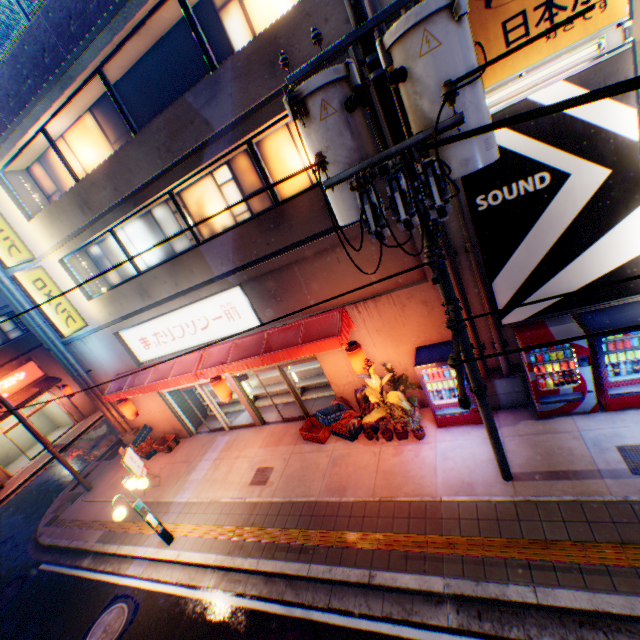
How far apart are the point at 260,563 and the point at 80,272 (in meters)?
11.15

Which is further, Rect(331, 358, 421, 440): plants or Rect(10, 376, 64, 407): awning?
Rect(10, 376, 64, 407): awning

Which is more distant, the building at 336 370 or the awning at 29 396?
the awning at 29 396

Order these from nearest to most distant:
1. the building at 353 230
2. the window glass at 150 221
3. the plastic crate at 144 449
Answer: the building at 353 230 < the window glass at 150 221 < the plastic crate at 144 449

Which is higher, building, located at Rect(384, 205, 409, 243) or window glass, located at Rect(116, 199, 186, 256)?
window glass, located at Rect(116, 199, 186, 256)

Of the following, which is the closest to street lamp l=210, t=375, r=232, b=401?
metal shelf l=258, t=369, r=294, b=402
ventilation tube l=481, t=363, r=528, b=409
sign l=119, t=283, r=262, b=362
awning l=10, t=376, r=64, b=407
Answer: sign l=119, t=283, r=262, b=362

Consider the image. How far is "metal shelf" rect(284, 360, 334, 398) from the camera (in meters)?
12.07

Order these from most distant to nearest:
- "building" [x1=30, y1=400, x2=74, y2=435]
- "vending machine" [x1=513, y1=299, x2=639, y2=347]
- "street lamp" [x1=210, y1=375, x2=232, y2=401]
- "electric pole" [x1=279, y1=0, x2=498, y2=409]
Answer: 1. "building" [x1=30, y1=400, x2=74, y2=435]
2. "street lamp" [x1=210, y1=375, x2=232, y2=401]
3. "vending machine" [x1=513, y1=299, x2=639, y2=347]
4. "electric pole" [x1=279, y1=0, x2=498, y2=409]
